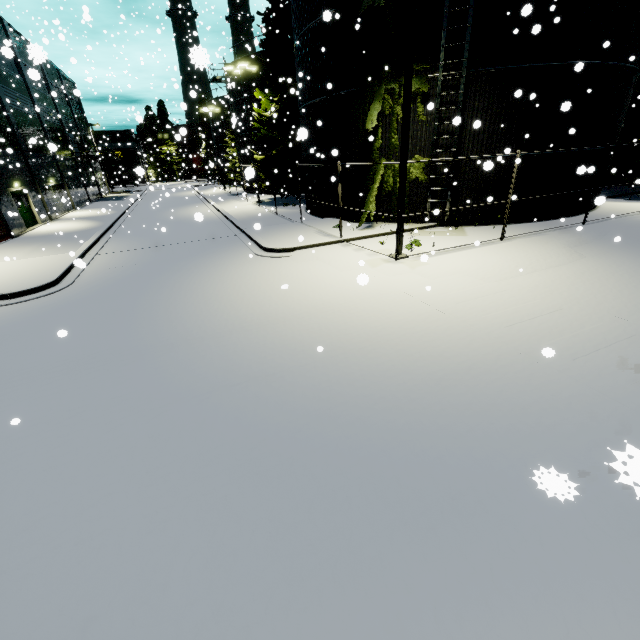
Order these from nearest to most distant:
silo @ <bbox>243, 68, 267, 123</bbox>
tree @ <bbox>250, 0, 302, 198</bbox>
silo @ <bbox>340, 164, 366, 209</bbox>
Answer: silo @ <bbox>340, 164, 366, 209</bbox>, tree @ <bbox>250, 0, 302, 198</bbox>, silo @ <bbox>243, 68, 267, 123</bbox>

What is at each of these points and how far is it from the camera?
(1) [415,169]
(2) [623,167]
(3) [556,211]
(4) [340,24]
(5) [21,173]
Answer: (1) tree, 14.8 meters
(2) tree, 20.3 meters
(3) silo, 15.4 meters
(4) tree, 14.2 meters
(5) building, 23.4 meters

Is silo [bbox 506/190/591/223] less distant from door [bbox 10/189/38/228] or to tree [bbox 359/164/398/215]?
tree [bbox 359/164/398/215]

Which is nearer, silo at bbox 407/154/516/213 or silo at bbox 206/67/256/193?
silo at bbox 407/154/516/213

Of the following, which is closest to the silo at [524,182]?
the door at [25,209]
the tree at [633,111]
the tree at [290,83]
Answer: the tree at [290,83]

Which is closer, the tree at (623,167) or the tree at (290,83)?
the tree at (623,167)

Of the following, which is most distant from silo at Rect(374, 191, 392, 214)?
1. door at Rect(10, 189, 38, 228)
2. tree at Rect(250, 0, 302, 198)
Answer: door at Rect(10, 189, 38, 228)

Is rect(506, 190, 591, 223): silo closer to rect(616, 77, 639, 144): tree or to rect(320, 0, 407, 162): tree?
rect(320, 0, 407, 162): tree
